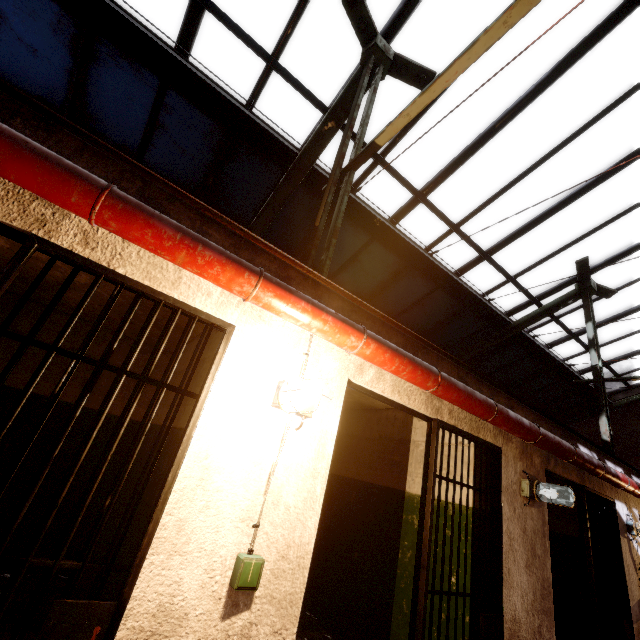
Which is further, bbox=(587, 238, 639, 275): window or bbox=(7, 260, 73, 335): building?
bbox=(587, 238, 639, 275): window

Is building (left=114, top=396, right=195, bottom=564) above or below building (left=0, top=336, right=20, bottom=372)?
below

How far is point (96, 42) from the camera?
4.11m

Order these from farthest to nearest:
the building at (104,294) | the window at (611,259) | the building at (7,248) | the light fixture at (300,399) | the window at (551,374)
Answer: the window at (551,374) → the window at (611,259) → the building at (104,294) → the building at (7,248) → the light fixture at (300,399)

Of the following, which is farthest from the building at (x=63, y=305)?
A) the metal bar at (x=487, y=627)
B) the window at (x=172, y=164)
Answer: the window at (x=172, y=164)

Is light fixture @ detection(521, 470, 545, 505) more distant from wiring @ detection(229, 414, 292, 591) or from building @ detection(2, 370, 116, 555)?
wiring @ detection(229, 414, 292, 591)

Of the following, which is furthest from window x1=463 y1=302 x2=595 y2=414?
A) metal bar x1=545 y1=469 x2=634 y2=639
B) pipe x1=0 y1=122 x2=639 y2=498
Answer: metal bar x1=545 y1=469 x2=634 y2=639
